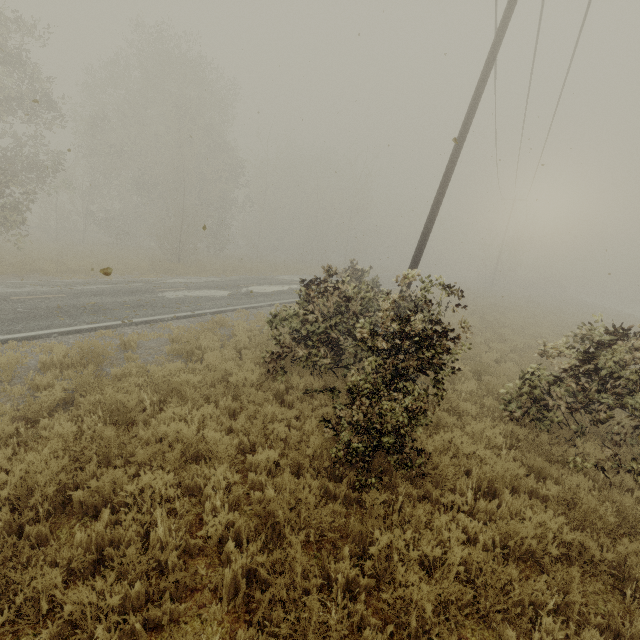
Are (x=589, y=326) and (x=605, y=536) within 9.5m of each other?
yes

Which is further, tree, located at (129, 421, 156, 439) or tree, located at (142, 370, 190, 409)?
tree, located at (142, 370, 190, 409)

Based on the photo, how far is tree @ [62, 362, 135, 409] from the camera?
5.6 meters

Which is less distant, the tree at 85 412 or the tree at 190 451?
the tree at 190 451

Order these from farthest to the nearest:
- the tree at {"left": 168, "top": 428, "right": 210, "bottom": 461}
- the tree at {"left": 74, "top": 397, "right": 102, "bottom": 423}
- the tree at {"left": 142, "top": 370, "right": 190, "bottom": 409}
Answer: the tree at {"left": 142, "top": 370, "right": 190, "bottom": 409} → the tree at {"left": 74, "top": 397, "right": 102, "bottom": 423} → the tree at {"left": 168, "top": 428, "right": 210, "bottom": 461}

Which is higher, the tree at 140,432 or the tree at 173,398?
the tree at 140,432
